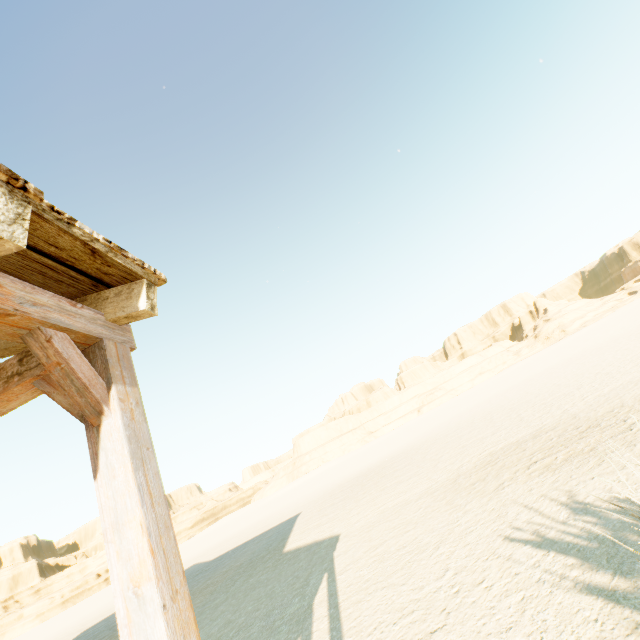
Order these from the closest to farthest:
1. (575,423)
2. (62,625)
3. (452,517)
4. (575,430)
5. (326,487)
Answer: (452,517) < (575,430) < (575,423) < (326,487) < (62,625)
